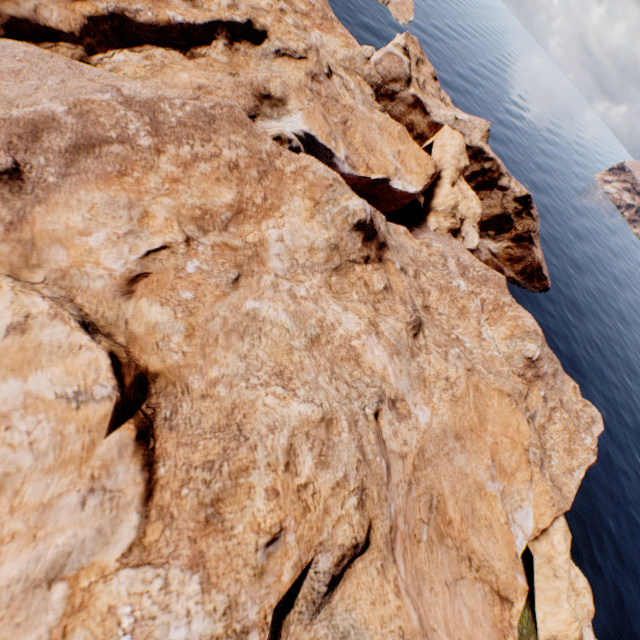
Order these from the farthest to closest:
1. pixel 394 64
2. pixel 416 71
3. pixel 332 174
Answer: pixel 416 71, pixel 394 64, pixel 332 174
